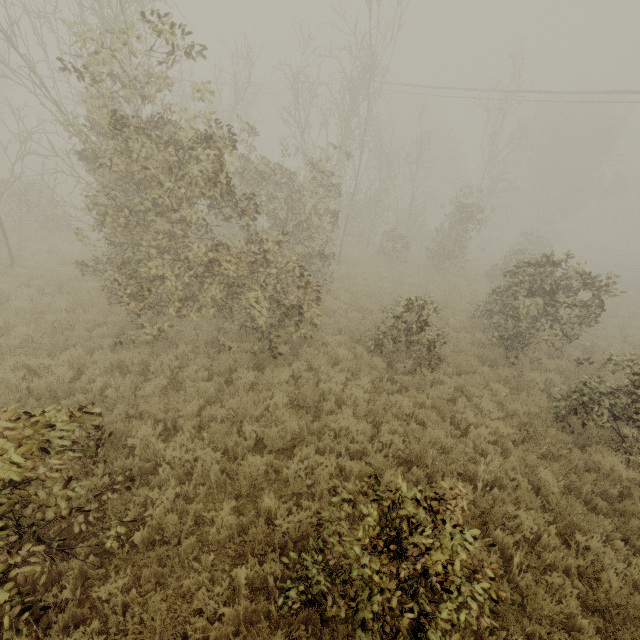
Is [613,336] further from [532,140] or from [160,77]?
[532,140]
